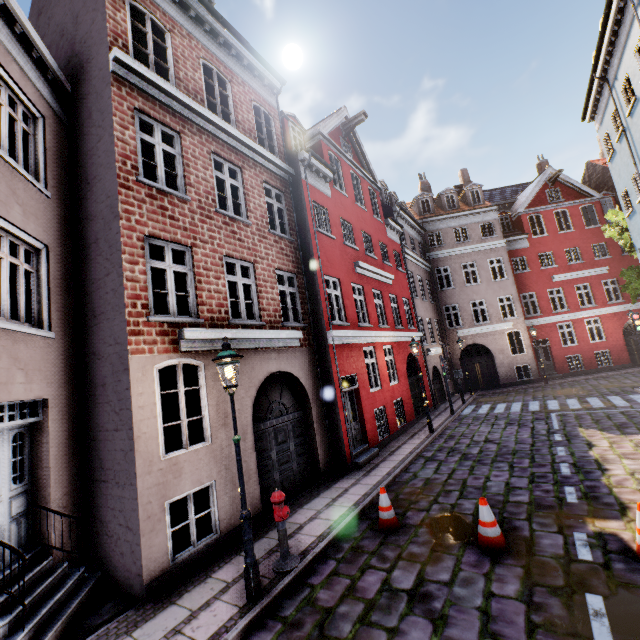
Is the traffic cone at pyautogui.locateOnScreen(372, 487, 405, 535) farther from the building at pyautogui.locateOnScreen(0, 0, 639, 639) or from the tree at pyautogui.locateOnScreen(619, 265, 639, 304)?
the tree at pyautogui.locateOnScreen(619, 265, 639, 304)

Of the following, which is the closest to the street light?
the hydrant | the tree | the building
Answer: the hydrant

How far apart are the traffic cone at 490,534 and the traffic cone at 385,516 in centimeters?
128cm

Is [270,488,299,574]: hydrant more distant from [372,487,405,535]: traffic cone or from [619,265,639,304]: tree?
[619,265,639,304]: tree

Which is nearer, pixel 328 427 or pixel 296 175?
pixel 328 427

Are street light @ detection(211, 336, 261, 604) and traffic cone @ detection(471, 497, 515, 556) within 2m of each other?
no

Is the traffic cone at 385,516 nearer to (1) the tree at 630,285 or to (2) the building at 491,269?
(2) the building at 491,269

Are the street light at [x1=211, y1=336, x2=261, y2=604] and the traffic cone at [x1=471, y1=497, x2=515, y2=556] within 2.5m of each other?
no
